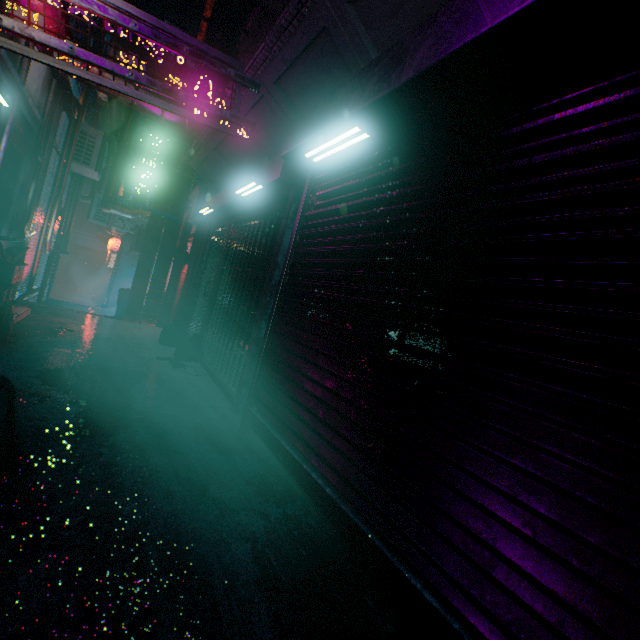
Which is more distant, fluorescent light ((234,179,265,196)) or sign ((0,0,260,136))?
fluorescent light ((234,179,265,196))

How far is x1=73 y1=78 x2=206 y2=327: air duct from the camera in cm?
391

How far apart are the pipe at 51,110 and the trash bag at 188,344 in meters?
3.3 m

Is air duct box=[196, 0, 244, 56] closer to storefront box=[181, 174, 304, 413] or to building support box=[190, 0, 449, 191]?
building support box=[190, 0, 449, 191]

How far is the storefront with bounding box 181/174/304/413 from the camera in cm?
344

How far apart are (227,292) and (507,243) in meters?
4.1

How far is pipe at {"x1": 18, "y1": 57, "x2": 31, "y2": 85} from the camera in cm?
386

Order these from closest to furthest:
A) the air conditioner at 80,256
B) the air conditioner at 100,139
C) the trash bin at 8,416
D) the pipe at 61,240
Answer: the trash bin at 8,416, the pipe at 61,240, the air conditioner at 100,139, the air conditioner at 80,256
